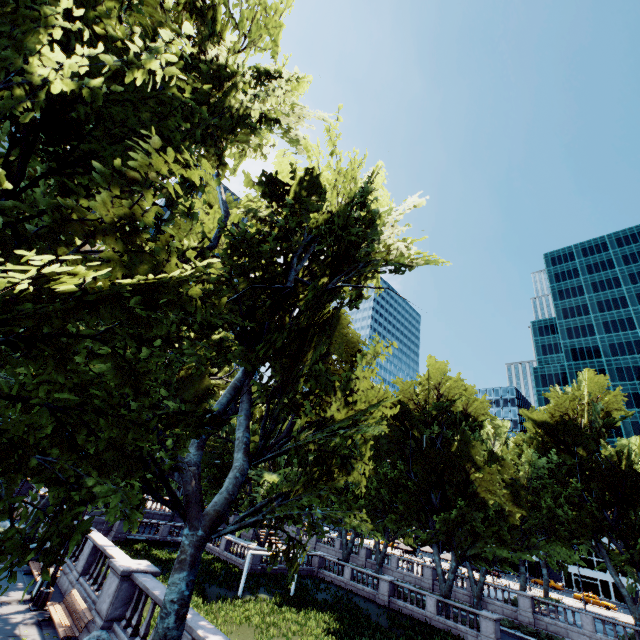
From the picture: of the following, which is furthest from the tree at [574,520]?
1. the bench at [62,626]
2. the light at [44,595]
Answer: the bench at [62,626]

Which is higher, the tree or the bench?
the tree

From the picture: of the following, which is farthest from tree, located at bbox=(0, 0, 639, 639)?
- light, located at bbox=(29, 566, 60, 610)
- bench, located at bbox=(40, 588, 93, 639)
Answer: bench, located at bbox=(40, 588, 93, 639)

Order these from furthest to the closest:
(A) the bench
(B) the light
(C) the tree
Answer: (B) the light < (A) the bench < (C) the tree

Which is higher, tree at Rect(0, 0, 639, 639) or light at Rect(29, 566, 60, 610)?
tree at Rect(0, 0, 639, 639)

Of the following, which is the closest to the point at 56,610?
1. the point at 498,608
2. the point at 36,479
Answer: the point at 36,479

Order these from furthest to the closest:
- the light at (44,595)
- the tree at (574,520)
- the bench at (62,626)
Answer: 1. the light at (44,595)
2. the bench at (62,626)
3. the tree at (574,520)

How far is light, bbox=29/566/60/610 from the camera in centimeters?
1228cm
